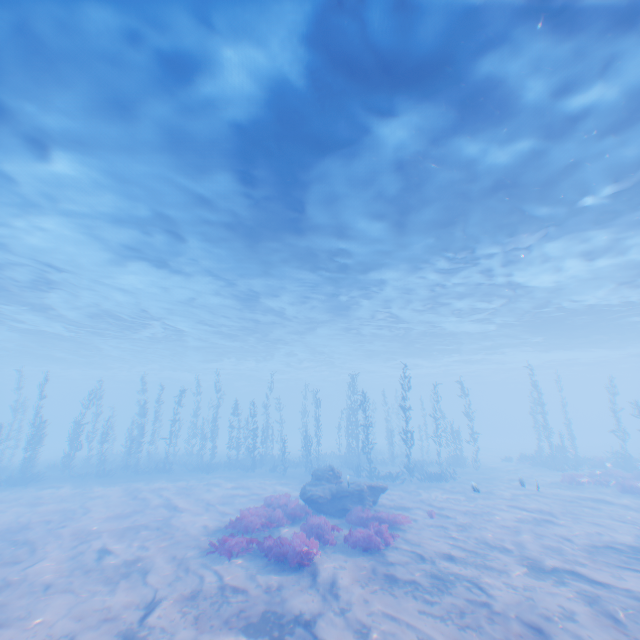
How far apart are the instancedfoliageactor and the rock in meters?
2.5 m

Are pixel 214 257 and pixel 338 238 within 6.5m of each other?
no

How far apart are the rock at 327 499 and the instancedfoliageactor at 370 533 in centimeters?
253cm

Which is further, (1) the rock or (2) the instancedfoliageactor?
(1) the rock

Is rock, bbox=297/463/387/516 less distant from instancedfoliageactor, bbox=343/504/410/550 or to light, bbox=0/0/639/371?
instancedfoliageactor, bbox=343/504/410/550

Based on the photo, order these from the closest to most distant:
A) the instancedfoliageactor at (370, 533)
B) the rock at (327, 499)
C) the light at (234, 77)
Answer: the light at (234, 77) → the instancedfoliageactor at (370, 533) → the rock at (327, 499)

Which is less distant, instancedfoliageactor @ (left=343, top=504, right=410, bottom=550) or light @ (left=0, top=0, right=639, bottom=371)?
light @ (left=0, top=0, right=639, bottom=371)
